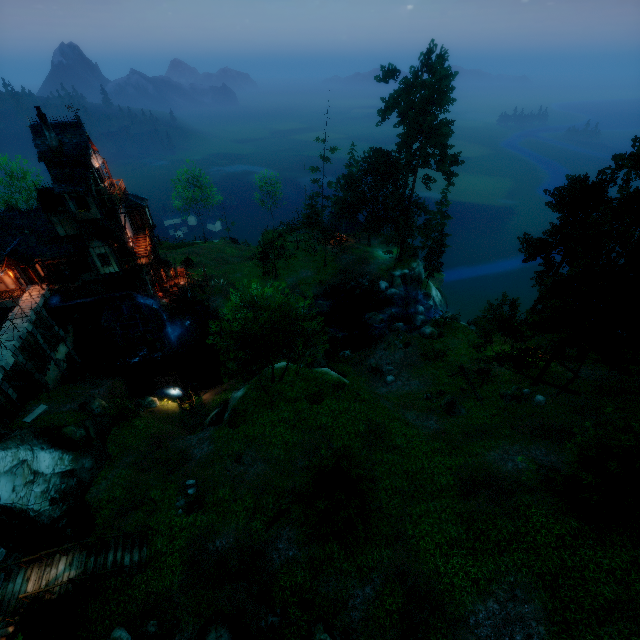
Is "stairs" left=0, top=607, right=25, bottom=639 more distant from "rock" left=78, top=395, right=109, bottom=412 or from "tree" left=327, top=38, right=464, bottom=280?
"rock" left=78, top=395, right=109, bottom=412

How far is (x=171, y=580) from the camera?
16.09m

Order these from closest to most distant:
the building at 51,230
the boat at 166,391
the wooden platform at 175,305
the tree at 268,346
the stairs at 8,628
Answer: the stairs at 8,628
the tree at 268,346
the building at 51,230
the boat at 166,391
the wooden platform at 175,305

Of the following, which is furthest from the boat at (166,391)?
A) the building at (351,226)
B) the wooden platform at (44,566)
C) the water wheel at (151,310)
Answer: the building at (351,226)

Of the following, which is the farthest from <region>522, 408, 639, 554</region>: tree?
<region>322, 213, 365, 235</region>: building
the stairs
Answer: the stairs

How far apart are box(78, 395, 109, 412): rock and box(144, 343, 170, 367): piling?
8.8 meters

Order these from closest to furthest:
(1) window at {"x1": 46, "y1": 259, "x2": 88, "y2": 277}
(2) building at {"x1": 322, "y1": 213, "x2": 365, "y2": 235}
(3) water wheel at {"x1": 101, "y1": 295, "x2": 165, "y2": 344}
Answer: (1) window at {"x1": 46, "y1": 259, "x2": 88, "y2": 277}, (3) water wheel at {"x1": 101, "y1": 295, "x2": 165, "y2": 344}, (2) building at {"x1": 322, "y1": 213, "x2": 365, "y2": 235}

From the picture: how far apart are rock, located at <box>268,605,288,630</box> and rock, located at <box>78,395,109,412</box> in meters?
20.2
